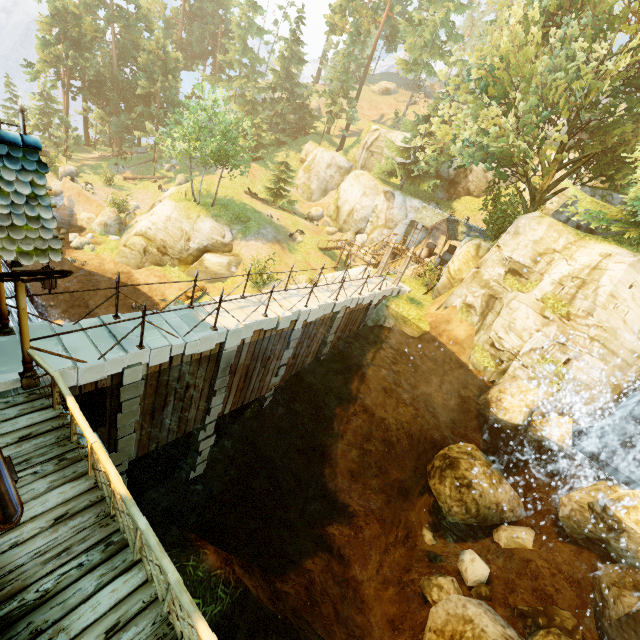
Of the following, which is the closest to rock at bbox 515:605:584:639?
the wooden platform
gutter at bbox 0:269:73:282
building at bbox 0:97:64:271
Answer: the wooden platform

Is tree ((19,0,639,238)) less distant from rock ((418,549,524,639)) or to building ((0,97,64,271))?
building ((0,97,64,271))

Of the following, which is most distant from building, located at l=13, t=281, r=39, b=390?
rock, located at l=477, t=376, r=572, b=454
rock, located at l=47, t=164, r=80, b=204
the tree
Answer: rock, located at l=47, t=164, r=80, b=204

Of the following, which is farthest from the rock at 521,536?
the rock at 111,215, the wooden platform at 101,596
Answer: the rock at 111,215

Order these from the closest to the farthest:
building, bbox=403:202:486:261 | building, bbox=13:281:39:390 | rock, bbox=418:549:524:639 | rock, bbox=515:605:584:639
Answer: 1. building, bbox=13:281:39:390
2. rock, bbox=418:549:524:639
3. rock, bbox=515:605:584:639
4. building, bbox=403:202:486:261

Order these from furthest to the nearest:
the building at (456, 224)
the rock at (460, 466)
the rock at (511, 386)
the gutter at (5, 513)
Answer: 1. the building at (456, 224)
2. the rock at (460, 466)
3. the rock at (511, 386)
4. the gutter at (5, 513)

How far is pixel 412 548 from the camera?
15.30m

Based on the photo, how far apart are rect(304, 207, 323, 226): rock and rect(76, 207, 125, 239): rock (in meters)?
20.26
